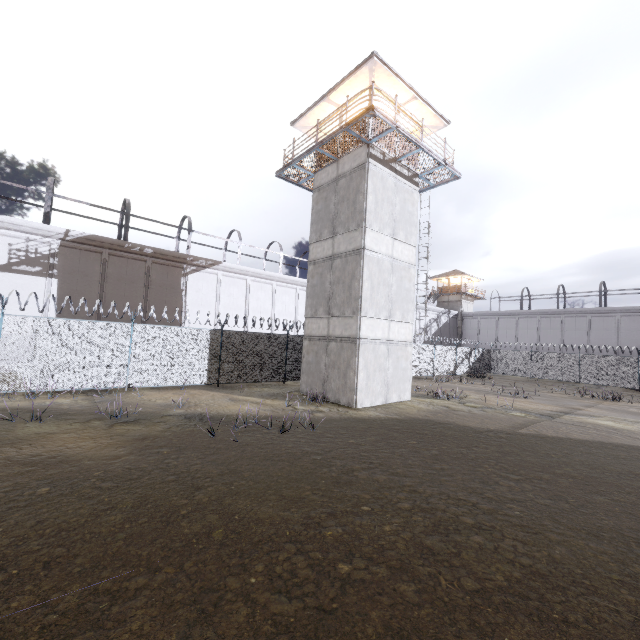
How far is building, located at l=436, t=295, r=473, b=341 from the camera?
48.4 meters

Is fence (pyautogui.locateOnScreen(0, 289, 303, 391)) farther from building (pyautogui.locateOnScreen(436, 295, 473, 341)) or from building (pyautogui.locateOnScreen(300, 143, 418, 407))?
building (pyautogui.locateOnScreen(436, 295, 473, 341))

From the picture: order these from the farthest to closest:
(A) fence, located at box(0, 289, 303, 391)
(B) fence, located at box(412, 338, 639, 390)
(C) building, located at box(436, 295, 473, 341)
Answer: (C) building, located at box(436, 295, 473, 341) → (B) fence, located at box(412, 338, 639, 390) → (A) fence, located at box(0, 289, 303, 391)

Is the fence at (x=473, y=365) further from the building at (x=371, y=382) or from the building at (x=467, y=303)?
the building at (x=467, y=303)

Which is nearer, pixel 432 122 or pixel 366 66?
pixel 366 66

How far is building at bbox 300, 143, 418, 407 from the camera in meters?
14.3 m

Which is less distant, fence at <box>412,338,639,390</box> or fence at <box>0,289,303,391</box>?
fence at <box>0,289,303,391</box>
